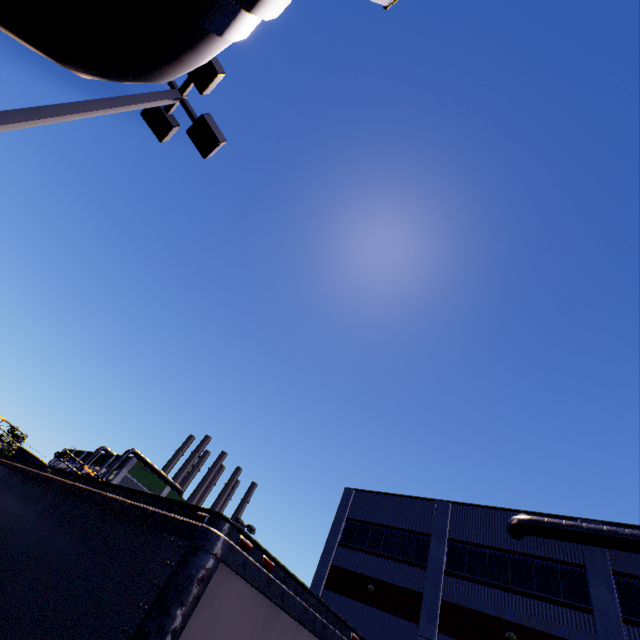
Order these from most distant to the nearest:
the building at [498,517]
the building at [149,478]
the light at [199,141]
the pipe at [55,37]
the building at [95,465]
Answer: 1. the building at [95,465]
2. the building at [149,478]
3. the building at [498,517]
4. the light at [199,141]
5. the pipe at [55,37]

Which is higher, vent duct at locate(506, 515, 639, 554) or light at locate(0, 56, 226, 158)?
vent duct at locate(506, 515, 639, 554)

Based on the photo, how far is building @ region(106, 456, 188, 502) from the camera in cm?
5106

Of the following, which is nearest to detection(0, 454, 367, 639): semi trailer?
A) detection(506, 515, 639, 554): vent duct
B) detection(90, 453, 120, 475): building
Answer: detection(90, 453, 120, 475): building

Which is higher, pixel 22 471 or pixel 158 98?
pixel 158 98

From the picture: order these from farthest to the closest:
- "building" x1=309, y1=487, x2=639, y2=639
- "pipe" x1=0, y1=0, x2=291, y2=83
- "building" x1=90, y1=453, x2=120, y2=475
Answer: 1. "building" x1=90, y1=453, x2=120, y2=475
2. "building" x1=309, y1=487, x2=639, y2=639
3. "pipe" x1=0, y1=0, x2=291, y2=83

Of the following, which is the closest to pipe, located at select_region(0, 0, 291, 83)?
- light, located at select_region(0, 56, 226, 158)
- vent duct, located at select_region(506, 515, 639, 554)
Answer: light, located at select_region(0, 56, 226, 158)

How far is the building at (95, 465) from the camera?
55.2 meters
